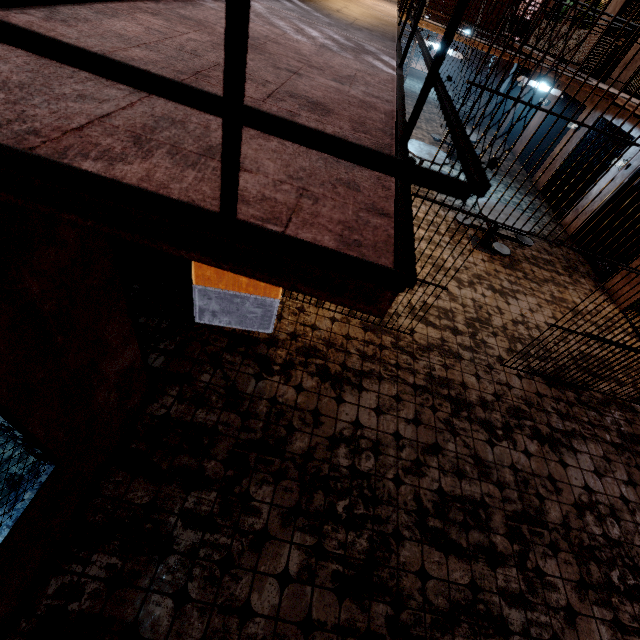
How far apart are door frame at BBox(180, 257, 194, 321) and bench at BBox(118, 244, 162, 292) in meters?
0.5

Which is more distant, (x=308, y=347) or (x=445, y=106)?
(x=308, y=347)

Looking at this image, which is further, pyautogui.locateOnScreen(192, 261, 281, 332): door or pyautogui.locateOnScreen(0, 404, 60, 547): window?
pyautogui.locateOnScreen(192, 261, 281, 332): door

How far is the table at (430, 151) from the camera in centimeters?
789cm

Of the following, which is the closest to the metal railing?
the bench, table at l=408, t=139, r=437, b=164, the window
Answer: the window

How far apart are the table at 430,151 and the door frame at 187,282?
6.7 meters

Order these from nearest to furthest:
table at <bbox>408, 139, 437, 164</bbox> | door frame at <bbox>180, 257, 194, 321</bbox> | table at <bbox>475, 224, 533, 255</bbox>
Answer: door frame at <bbox>180, 257, 194, 321</bbox> < table at <bbox>475, 224, 533, 255</bbox> < table at <bbox>408, 139, 437, 164</bbox>

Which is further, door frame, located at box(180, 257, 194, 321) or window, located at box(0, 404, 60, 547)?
door frame, located at box(180, 257, 194, 321)
